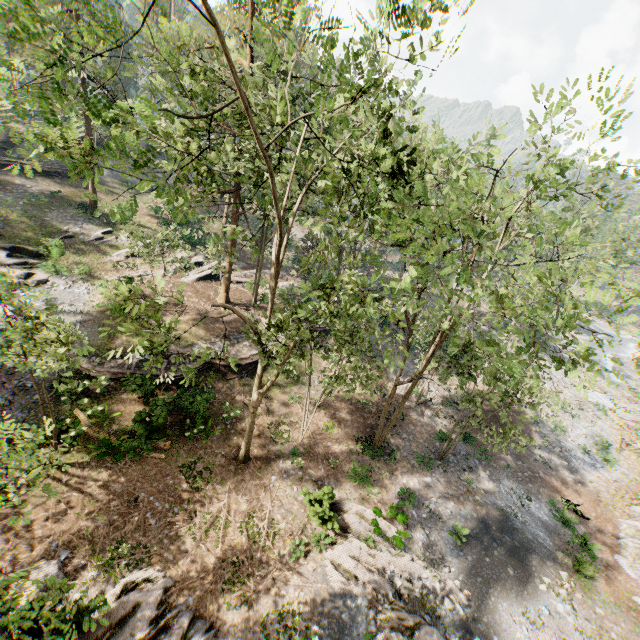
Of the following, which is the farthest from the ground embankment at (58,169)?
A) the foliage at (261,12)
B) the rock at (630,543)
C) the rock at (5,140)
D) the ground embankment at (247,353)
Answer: the rock at (630,543)

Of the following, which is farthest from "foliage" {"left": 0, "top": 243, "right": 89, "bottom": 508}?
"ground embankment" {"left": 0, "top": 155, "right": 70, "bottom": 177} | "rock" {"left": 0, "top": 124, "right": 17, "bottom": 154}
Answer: "ground embankment" {"left": 0, "top": 155, "right": 70, "bottom": 177}

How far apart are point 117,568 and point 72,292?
19.0 meters

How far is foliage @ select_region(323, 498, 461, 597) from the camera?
14.19m

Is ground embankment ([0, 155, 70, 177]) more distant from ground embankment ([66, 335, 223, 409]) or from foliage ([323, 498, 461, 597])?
ground embankment ([66, 335, 223, 409])

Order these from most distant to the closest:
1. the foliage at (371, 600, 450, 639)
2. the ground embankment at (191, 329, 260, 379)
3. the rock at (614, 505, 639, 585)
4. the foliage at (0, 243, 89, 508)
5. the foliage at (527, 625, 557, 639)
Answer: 1. the ground embankment at (191, 329, 260, 379)
2. the rock at (614, 505, 639, 585)
3. the foliage at (527, 625, 557, 639)
4. the foliage at (371, 600, 450, 639)
5. the foliage at (0, 243, 89, 508)

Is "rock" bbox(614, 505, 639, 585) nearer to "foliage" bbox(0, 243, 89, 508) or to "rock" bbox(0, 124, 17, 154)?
"foliage" bbox(0, 243, 89, 508)
